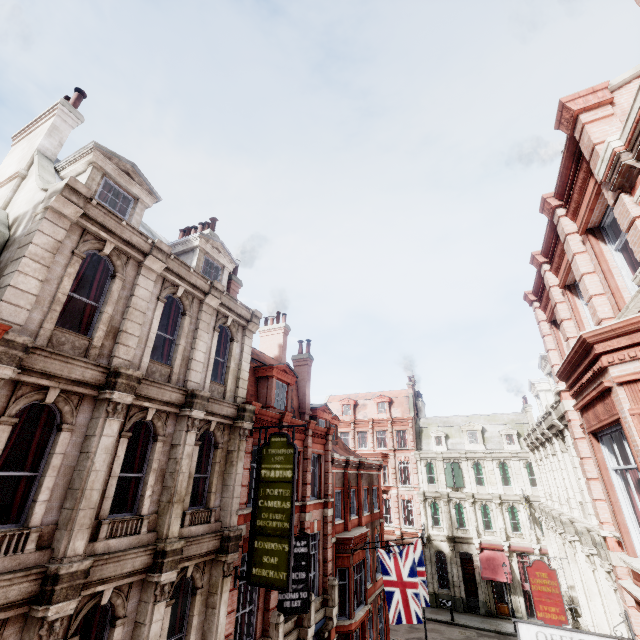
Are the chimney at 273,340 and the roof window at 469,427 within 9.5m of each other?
no

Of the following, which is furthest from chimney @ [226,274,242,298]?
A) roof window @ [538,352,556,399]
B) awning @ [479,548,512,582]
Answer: awning @ [479,548,512,582]

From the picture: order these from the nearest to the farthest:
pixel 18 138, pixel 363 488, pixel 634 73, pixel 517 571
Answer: pixel 634 73
pixel 18 138
pixel 363 488
pixel 517 571

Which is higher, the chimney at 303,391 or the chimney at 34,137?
the chimney at 34,137

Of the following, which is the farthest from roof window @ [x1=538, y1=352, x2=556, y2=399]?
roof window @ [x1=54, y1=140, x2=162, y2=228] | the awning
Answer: the awning

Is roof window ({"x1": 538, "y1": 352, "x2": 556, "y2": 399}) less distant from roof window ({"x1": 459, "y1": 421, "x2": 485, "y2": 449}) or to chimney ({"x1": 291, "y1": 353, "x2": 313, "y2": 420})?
chimney ({"x1": 291, "y1": 353, "x2": 313, "y2": 420})

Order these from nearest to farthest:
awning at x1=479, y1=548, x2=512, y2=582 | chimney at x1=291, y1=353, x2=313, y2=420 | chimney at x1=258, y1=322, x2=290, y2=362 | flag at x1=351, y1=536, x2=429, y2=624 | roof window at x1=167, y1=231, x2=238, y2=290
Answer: roof window at x1=167, y1=231, x2=238, y2=290
flag at x1=351, y1=536, x2=429, y2=624
chimney at x1=291, y1=353, x2=313, y2=420
chimney at x1=258, y1=322, x2=290, y2=362
awning at x1=479, y1=548, x2=512, y2=582

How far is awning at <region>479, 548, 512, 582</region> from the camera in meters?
29.0
